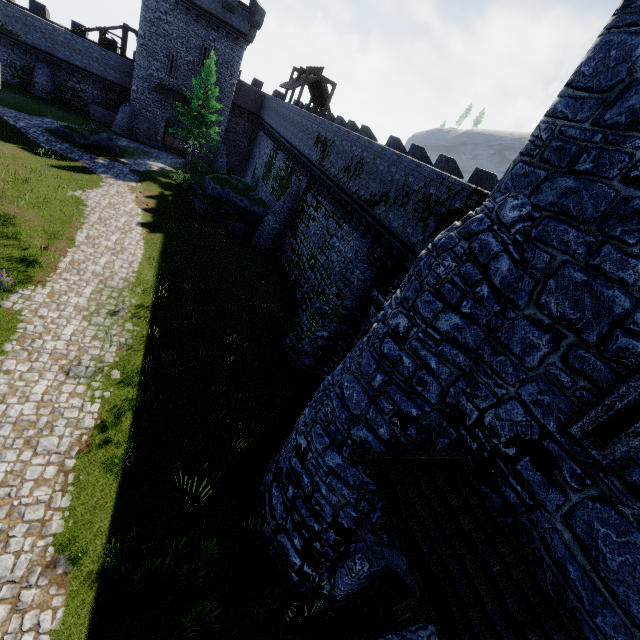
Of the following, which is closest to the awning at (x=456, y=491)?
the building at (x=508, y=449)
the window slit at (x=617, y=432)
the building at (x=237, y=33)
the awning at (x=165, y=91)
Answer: the building at (x=508, y=449)

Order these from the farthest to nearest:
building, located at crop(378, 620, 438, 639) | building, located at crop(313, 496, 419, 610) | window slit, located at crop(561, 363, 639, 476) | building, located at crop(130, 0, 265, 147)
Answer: building, located at crop(130, 0, 265, 147), building, located at crop(378, 620, 438, 639), building, located at crop(313, 496, 419, 610), window slit, located at crop(561, 363, 639, 476)

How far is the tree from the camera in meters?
29.1 m

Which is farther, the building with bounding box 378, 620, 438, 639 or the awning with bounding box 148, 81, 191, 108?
the awning with bounding box 148, 81, 191, 108

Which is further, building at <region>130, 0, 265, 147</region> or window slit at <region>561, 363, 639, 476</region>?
building at <region>130, 0, 265, 147</region>

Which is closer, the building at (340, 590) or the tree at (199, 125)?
the building at (340, 590)

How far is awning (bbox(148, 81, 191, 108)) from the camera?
34.56m

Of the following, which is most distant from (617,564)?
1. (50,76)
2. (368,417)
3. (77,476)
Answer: (50,76)
